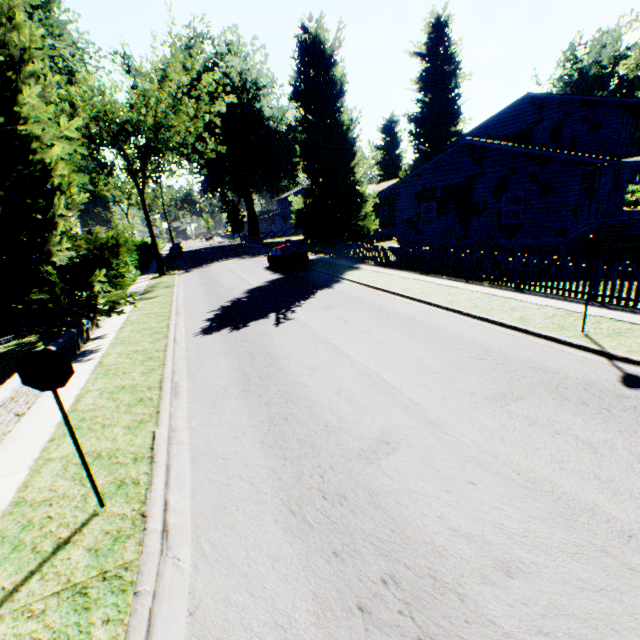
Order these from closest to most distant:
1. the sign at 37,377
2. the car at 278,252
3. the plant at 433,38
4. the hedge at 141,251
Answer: the sign at 37,377
the hedge at 141,251
the car at 278,252
the plant at 433,38

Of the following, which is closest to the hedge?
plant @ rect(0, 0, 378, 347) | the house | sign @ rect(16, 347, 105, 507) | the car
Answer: plant @ rect(0, 0, 378, 347)

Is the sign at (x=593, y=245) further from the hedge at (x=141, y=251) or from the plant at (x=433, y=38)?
the hedge at (x=141, y=251)

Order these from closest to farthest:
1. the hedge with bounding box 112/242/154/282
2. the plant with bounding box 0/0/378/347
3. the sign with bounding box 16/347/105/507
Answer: the sign with bounding box 16/347/105/507
the plant with bounding box 0/0/378/347
the hedge with bounding box 112/242/154/282

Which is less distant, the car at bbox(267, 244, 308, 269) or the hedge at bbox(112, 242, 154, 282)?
the hedge at bbox(112, 242, 154, 282)

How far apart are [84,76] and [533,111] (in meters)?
40.27

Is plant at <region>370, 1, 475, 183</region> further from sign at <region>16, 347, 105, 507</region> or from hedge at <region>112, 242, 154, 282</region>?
sign at <region>16, 347, 105, 507</region>

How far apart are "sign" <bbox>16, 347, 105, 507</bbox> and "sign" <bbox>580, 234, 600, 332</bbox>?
9.71m
